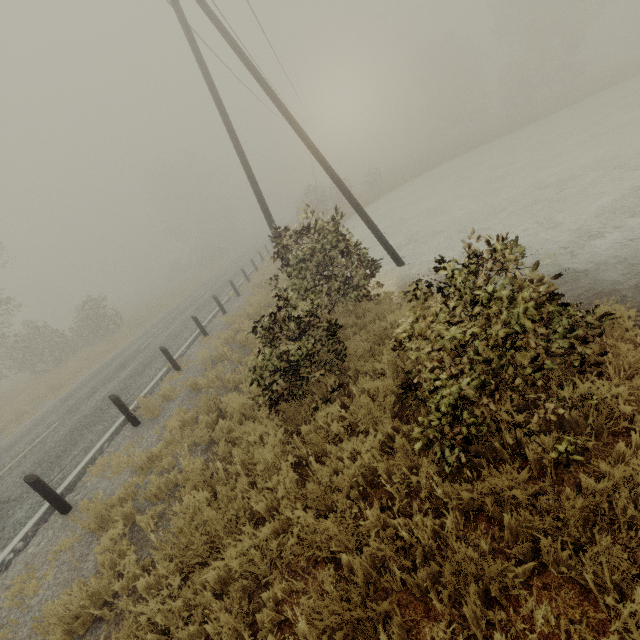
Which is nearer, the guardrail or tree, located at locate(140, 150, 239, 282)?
the guardrail

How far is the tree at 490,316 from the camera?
3.0 meters

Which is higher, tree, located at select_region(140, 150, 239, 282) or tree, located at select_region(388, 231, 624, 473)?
tree, located at select_region(140, 150, 239, 282)

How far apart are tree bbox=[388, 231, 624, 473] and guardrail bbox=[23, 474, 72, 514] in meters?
8.1 m

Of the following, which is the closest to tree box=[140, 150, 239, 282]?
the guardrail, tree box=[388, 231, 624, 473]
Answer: the guardrail

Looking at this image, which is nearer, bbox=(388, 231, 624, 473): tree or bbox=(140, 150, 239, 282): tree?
Answer: bbox=(388, 231, 624, 473): tree

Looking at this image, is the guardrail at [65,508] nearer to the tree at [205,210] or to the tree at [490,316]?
the tree at [490,316]

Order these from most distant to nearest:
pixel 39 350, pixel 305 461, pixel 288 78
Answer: pixel 39 350, pixel 288 78, pixel 305 461
